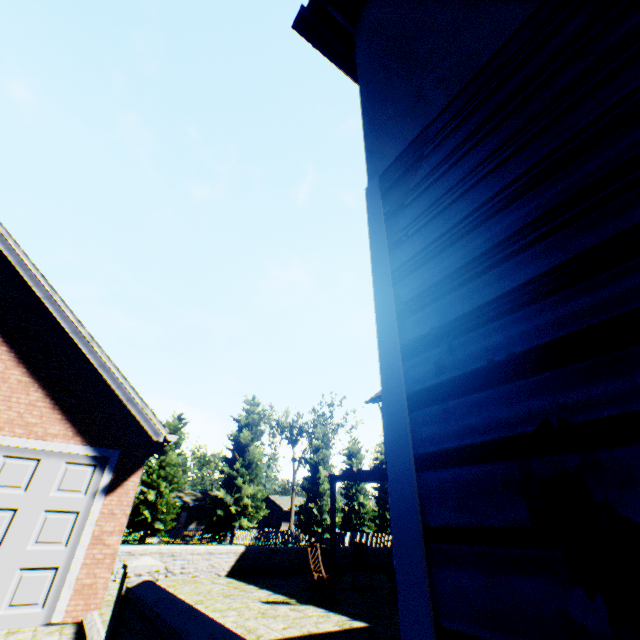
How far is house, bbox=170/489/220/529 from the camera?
47.9m

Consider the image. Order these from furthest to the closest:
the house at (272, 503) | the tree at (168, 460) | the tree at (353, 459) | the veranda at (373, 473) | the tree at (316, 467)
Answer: the house at (272, 503) → the tree at (353, 459) → the tree at (316, 467) → the tree at (168, 460) → the veranda at (373, 473)

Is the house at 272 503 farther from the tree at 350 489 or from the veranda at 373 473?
the veranda at 373 473

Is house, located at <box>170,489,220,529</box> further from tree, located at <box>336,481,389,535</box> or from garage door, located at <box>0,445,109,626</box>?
garage door, located at <box>0,445,109,626</box>

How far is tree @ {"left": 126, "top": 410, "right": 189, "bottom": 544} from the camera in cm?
2572

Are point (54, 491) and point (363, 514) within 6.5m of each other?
no

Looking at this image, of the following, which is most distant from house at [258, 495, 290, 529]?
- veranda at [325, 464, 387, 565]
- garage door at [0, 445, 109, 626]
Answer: garage door at [0, 445, 109, 626]
